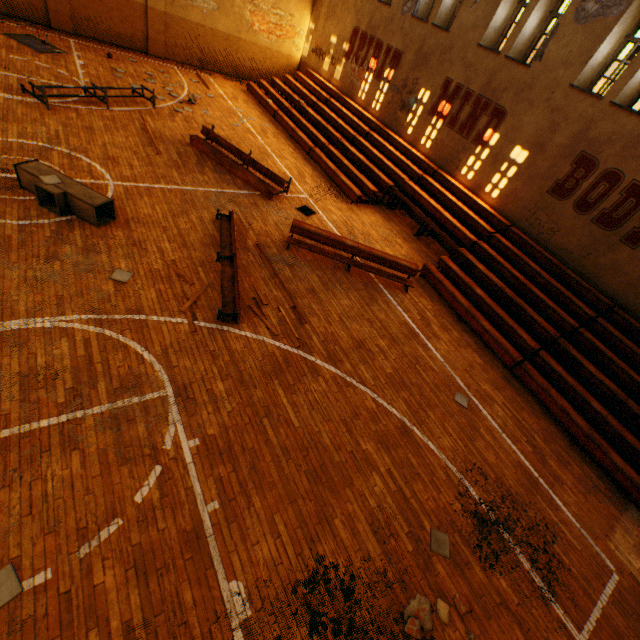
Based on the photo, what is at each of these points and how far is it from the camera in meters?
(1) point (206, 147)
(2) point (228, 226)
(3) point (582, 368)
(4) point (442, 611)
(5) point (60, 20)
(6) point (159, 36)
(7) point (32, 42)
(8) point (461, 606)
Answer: (1) bleachers, 11.3 m
(2) bleachers, 8.9 m
(3) bleachers, 8.6 m
(4) concrete debris, 4.5 m
(5) wall pilaster, 14.7 m
(6) wall pilaster, 16.6 m
(7) basketball backboard, 13.0 m
(8) concrete debris, 4.6 m

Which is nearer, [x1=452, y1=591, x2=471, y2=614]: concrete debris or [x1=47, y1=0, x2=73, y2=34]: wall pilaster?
[x1=452, y1=591, x2=471, y2=614]: concrete debris

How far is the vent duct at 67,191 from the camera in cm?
694

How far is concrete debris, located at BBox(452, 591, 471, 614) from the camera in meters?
4.6

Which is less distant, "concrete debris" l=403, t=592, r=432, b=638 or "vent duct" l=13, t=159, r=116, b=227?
"concrete debris" l=403, t=592, r=432, b=638

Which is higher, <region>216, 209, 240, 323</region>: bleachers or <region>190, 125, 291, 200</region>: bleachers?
<region>190, 125, 291, 200</region>: bleachers

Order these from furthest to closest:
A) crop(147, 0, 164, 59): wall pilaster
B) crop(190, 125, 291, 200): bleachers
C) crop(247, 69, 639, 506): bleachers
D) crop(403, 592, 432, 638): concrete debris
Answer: crop(147, 0, 164, 59): wall pilaster → crop(190, 125, 291, 200): bleachers → crop(247, 69, 639, 506): bleachers → crop(403, 592, 432, 638): concrete debris

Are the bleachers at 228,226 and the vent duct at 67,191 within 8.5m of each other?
yes
